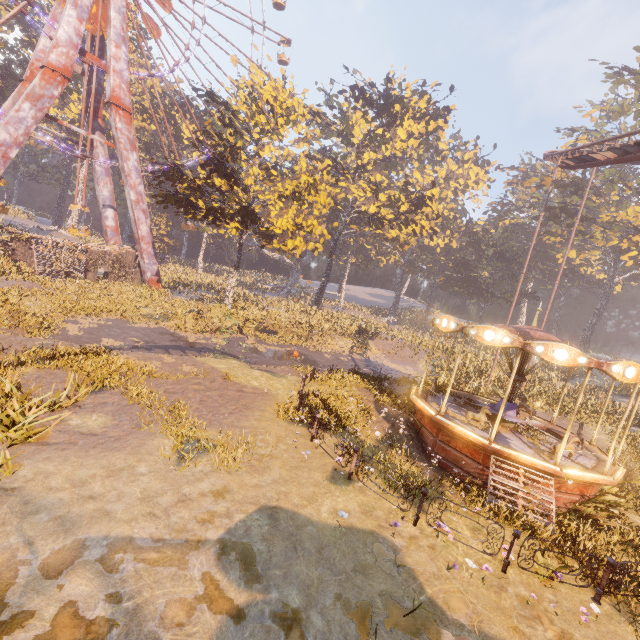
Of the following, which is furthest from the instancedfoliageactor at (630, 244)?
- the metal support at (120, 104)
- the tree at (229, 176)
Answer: the metal support at (120, 104)

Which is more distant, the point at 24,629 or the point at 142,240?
the point at 142,240

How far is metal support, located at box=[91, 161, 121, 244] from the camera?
32.2 meters

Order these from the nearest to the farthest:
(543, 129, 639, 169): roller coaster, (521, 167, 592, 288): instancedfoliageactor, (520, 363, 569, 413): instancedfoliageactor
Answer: (543, 129, 639, 169): roller coaster, (520, 363, 569, 413): instancedfoliageactor, (521, 167, 592, 288): instancedfoliageactor

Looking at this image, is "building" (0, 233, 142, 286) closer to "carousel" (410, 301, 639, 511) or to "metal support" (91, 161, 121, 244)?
"metal support" (91, 161, 121, 244)

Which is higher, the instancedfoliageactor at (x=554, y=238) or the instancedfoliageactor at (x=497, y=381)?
the instancedfoliageactor at (x=554, y=238)

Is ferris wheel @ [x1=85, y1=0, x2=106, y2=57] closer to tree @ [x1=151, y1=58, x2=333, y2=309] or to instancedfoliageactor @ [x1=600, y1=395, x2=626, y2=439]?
tree @ [x1=151, y1=58, x2=333, y2=309]

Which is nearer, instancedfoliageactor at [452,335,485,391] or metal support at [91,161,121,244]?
instancedfoliageactor at [452,335,485,391]
